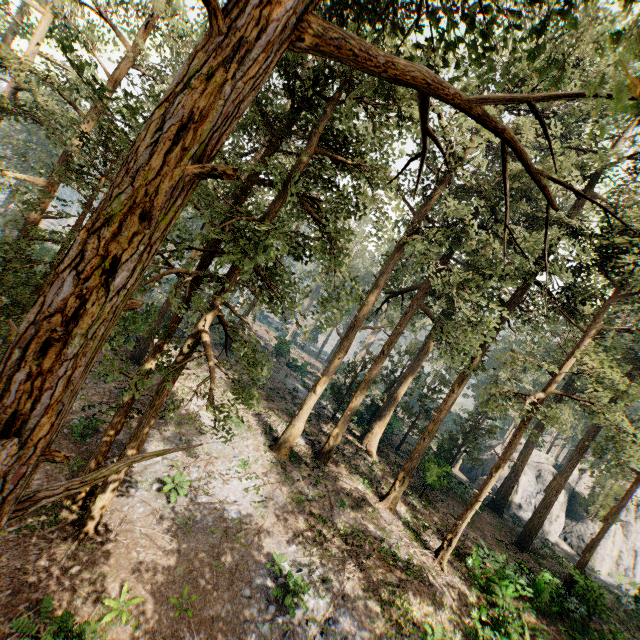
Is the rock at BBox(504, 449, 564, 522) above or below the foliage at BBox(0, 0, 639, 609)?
below

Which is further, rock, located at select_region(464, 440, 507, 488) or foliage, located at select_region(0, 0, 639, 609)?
rock, located at select_region(464, 440, 507, 488)

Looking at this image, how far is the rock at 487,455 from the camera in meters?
39.4 m

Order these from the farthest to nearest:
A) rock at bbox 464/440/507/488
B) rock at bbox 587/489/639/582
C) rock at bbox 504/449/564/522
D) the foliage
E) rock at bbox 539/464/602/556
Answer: rock at bbox 464/440/507/488, rock at bbox 504/449/564/522, rock at bbox 539/464/602/556, rock at bbox 587/489/639/582, the foliage

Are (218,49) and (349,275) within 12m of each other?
yes

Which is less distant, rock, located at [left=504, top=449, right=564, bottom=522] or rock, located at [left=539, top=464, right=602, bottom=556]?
rock, located at [left=539, top=464, right=602, bottom=556]
